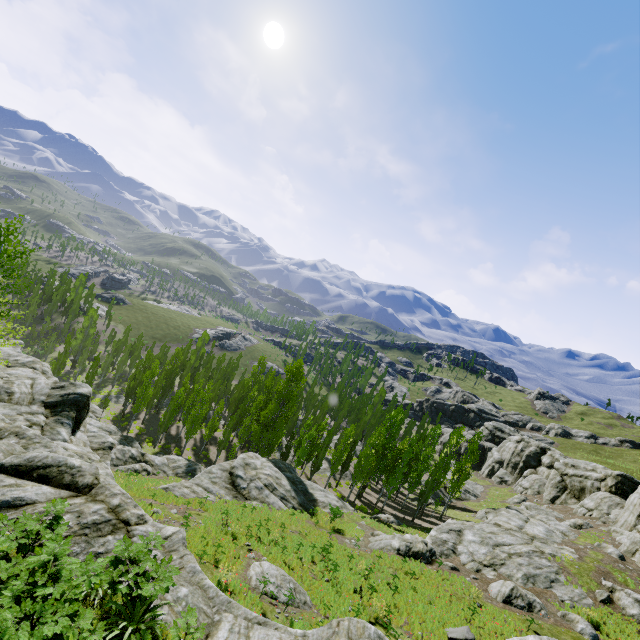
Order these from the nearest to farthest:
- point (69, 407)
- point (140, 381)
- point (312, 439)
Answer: point (69, 407)
point (312, 439)
point (140, 381)

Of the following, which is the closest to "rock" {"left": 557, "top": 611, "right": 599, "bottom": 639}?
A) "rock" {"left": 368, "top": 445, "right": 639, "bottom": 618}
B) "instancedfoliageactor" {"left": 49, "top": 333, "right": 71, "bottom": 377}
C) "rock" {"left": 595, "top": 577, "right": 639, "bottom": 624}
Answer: "rock" {"left": 368, "top": 445, "right": 639, "bottom": 618}

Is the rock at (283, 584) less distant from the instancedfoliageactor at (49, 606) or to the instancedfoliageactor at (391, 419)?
the instancedfoliageactor at (49, 606)

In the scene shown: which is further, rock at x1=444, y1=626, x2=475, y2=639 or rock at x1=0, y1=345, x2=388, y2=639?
rock at x1=444, y1=626, x2=475, y2=639

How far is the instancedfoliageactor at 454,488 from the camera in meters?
40.5

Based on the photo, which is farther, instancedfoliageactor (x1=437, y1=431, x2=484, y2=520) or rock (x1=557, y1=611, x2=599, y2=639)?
instancedfoliageactor (x1=437, y1=431, x2=484, y2=520)

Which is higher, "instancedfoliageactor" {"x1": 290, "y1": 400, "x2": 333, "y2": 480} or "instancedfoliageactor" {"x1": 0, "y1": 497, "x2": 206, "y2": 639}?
"instancedfoliageactor" {"x1": 0, "y1": 497, "x2": 206, "y2": 639}

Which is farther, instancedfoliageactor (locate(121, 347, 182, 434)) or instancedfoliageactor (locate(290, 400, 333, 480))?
instancedfoliageactor (locate(121, 347, 182, 434))
